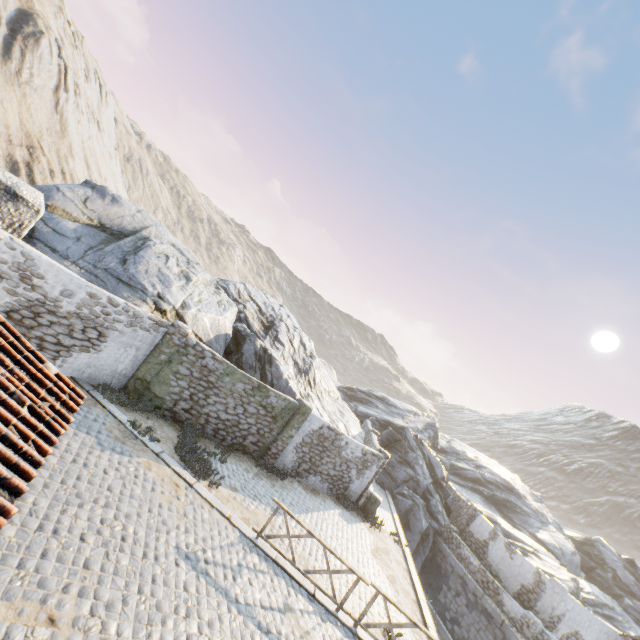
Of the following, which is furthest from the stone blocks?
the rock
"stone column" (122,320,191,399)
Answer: "stone column" (122,320,191,399)

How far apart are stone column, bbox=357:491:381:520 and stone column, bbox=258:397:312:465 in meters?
5.1 m

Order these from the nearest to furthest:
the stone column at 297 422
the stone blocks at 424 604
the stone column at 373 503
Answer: the stone blocks at 424 604 → the stone column at 297 422 → the stone column at 373 503

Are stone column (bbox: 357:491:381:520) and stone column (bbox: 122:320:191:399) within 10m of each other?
no

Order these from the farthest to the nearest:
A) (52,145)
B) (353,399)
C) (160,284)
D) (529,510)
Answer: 1. (353,399)
2. (529,510)
3. (52,145)
4. (160,284)

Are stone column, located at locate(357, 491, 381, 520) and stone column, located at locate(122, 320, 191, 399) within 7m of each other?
no

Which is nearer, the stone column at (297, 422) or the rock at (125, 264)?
the rock at (125, 264)

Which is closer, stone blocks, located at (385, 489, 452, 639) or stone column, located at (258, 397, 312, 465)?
stone blocks, located at (385, 489, 452, 639)
